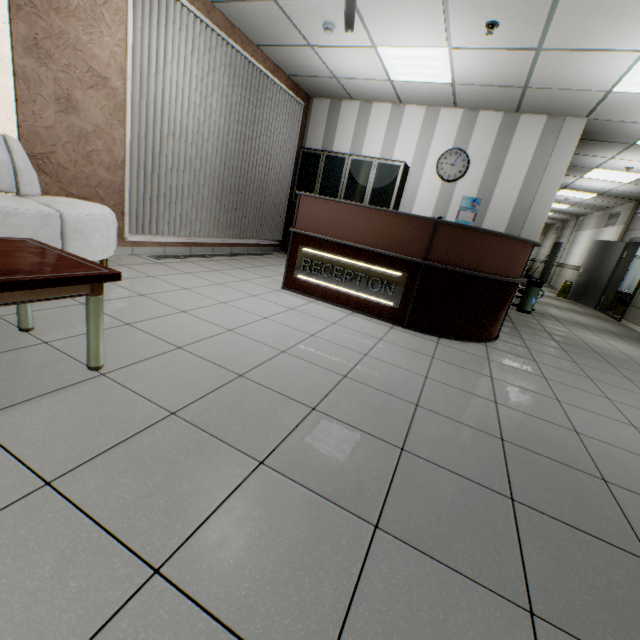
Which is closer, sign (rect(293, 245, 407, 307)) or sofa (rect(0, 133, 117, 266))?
sofa (rect(0, 133, 117, 266))

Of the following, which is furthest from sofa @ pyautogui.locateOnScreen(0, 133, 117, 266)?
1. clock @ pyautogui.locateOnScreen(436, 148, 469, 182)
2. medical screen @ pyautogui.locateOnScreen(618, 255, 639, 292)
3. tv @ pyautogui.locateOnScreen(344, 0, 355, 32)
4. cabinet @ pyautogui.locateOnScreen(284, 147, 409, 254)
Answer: medical screen @ pyautogui.locateOnScreen(618, 255, 639, 292)

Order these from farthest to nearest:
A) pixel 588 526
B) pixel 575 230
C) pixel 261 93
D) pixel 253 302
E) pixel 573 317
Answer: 1. pixel 575 230
2. pixel 573 317
3. pixel 261 93
4. pixel 253 302
5. pixel 588 526

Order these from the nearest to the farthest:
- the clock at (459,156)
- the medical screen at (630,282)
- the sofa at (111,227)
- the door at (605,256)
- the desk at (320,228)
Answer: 1. the sofa at (111,227)
2. the desk at (320,228)
3. the clock at (459,156)
4. the door at (605,256)
5. the medical screen at (630,282)

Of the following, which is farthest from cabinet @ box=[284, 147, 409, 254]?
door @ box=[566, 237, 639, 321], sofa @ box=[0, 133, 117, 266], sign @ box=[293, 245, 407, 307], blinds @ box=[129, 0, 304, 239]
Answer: door @ box=[566, 237, 639, 321]

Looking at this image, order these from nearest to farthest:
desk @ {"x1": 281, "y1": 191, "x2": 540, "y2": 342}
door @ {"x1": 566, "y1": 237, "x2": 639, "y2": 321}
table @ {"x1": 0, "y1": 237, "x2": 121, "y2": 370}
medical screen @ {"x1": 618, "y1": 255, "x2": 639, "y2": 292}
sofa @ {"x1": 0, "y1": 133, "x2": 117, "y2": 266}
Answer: table @ {"x1": 0, "y1": 237, "x2": 121, "y2": 370} < sofa @ {"x1": 0, "y1": 133, "x2": 117, "y2": 266} < desk @ {"x1": 281, "y1": 191, "x2": 540, "y2": 342} < door @ {"x1": 566, "y1": 237, "x2": 639, "y2": 321} < medical screen @ {"x1": 618, "y1": 255, "x2": 639, "y2": 292}

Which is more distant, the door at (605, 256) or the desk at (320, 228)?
the door at (605, 256)

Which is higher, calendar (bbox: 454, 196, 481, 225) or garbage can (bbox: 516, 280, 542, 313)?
calendar (bbox: 454, 196, 481, 225)
